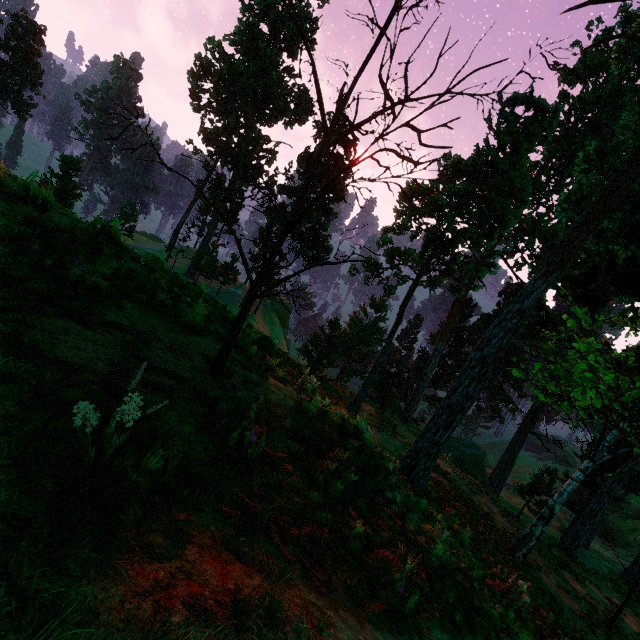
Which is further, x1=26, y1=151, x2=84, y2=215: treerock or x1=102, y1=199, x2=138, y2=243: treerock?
x1=102, y1=199, x2=138, y2=243: treerock

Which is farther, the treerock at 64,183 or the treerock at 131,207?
the treerock at 131,207

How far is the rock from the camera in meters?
51.4

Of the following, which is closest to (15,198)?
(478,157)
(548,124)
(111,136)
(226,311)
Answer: (111,136)

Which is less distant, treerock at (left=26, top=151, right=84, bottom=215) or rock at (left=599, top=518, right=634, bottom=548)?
treerock at (left=26, top=151, right=84, bottom=215)

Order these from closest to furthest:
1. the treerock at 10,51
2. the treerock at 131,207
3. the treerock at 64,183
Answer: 1. the treerock at 64,183
2. the treerock at 131,207
3. the treerock at 10,51

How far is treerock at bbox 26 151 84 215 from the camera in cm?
542
